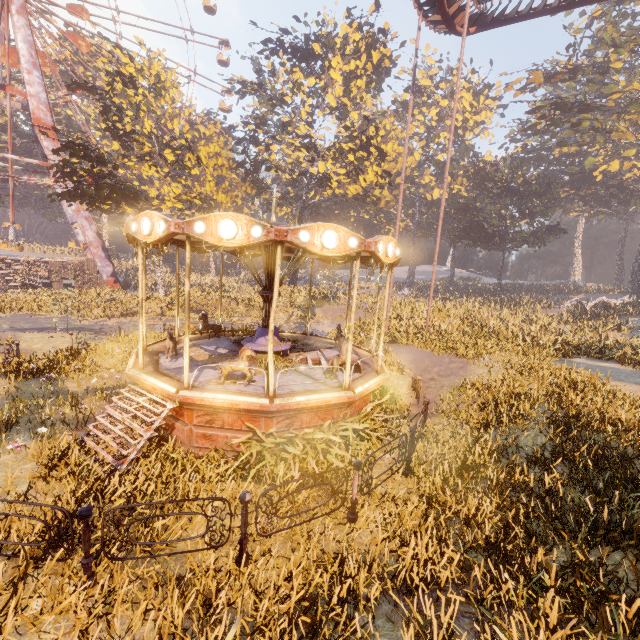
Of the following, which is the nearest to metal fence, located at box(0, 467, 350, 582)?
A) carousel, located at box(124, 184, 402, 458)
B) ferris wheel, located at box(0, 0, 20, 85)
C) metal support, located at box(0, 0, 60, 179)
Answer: carousel, located at box(124, 184, 402, 458)

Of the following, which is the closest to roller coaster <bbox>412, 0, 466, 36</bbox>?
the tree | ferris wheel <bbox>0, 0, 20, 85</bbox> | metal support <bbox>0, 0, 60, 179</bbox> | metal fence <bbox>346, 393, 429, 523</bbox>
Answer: metal fence <bbox>346, 393, 429, 523</bbox>

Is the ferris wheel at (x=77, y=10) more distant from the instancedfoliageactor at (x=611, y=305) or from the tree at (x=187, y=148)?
the instancedfoliageactor at (x=611, y=305)

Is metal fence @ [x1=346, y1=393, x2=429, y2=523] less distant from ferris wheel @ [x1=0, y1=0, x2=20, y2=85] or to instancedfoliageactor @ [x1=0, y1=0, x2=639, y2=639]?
instancedfoliageactor @ [x1=0, y1=0, x2=639, y2=639]

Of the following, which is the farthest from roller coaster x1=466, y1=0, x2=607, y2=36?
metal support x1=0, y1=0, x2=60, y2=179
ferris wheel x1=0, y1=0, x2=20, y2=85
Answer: metal support x1=0, y1=0, x2=60, y2=179

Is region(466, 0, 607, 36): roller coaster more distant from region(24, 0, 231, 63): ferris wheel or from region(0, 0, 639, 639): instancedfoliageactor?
region(24, 0, 231, 63): ferris wheel

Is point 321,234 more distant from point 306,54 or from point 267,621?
point 306,54

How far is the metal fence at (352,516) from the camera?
5.61m
